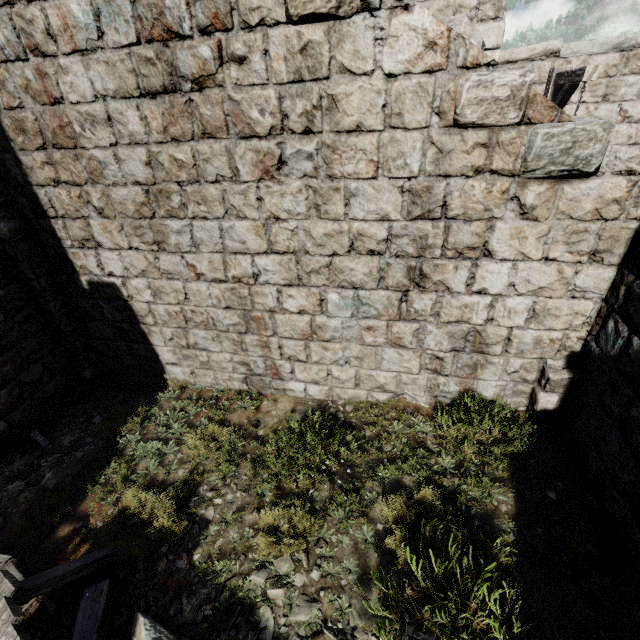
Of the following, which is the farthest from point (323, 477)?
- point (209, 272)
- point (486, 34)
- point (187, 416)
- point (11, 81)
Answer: point (486, 34)

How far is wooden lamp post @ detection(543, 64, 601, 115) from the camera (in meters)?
4.93

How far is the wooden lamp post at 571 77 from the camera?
4.9m

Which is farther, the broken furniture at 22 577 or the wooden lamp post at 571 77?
the wooden lamp post at 571 77

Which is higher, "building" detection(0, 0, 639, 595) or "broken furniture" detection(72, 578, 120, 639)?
"building" detection(0, 0, 639, 595)

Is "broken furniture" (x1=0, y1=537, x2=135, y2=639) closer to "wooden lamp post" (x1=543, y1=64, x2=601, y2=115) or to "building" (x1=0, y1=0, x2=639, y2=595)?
"building" (x1=0, y1=0, x2=639, y2=595)

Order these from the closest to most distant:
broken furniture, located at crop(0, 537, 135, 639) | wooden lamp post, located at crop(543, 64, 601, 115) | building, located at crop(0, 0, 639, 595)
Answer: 1. broken furniture, located at crop(0, 537, 135, 639)
2. building, located at crop(0, 0, 639, 595)
3. wooden lamp post, located at crop(543, 64, 601, 115)
